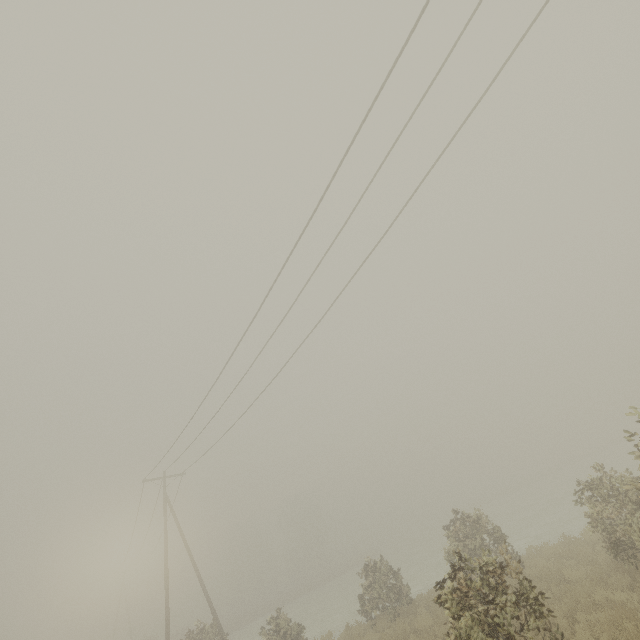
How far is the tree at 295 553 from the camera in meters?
50.6 m

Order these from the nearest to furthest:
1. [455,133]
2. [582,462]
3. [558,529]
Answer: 1. [455,133]
2. [558,529]
3. [582,462]

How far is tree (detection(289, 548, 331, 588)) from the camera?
50.60m
